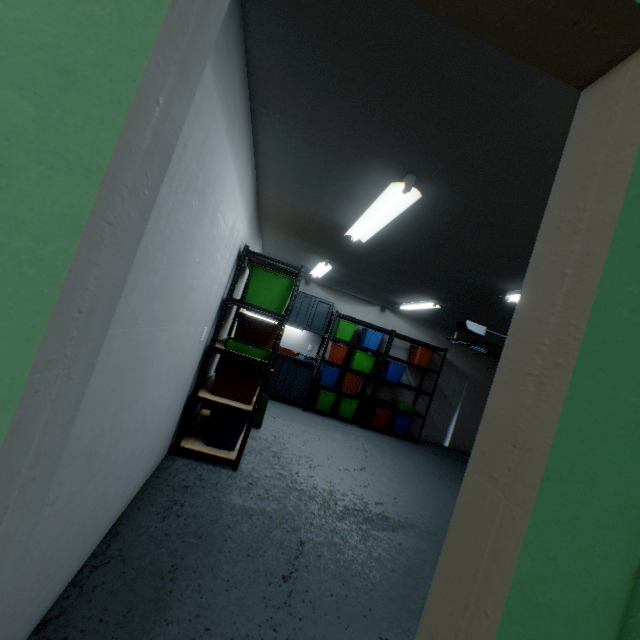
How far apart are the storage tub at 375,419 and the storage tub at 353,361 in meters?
0.7

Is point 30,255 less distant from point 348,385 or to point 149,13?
point 149,13

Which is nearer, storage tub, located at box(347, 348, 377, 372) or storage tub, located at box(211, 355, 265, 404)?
storage tub, located at box(211, 355, 265, 404)

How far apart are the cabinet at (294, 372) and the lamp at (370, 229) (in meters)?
3.37

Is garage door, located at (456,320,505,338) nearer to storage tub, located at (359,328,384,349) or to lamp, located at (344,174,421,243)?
storage tub, located at (359,328,384,349)

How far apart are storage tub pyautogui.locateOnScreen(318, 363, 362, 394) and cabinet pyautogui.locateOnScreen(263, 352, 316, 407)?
0.1 meters

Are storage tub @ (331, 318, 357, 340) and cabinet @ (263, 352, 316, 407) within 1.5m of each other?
yes

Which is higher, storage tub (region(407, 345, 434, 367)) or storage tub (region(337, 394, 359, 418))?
storage tub (region(407, 345, 434, 367))
